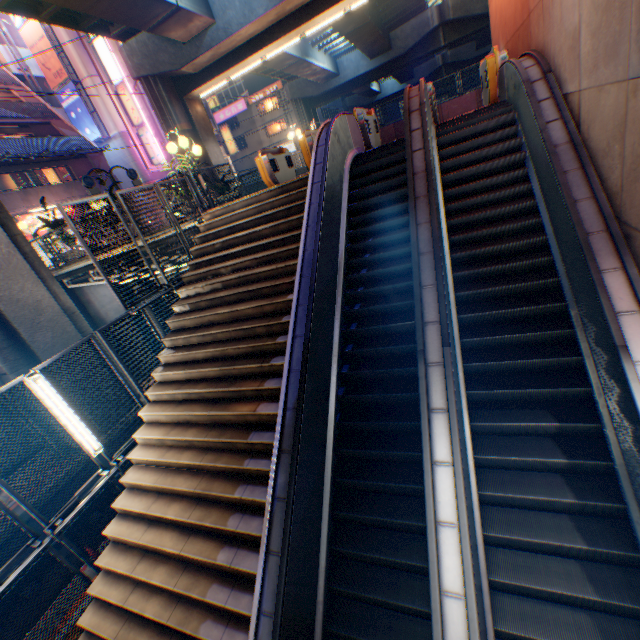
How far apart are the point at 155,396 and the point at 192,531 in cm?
290

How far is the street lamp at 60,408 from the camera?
5.5m

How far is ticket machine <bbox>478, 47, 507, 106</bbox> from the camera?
7.9m

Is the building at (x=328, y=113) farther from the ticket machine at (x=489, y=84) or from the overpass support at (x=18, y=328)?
the ticket machine at (x=489, y=84)

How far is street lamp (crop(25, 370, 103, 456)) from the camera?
5.5 meters

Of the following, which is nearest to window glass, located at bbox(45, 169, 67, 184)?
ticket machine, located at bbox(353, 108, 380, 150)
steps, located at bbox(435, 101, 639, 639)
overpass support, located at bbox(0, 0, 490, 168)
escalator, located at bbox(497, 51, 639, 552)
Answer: overpass support, located at bbox(0, 0, 490, 168)

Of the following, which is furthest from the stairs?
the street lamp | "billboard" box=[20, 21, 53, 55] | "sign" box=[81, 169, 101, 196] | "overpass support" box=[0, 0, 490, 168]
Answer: the street lamp

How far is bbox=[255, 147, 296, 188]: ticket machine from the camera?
11.1 meters
